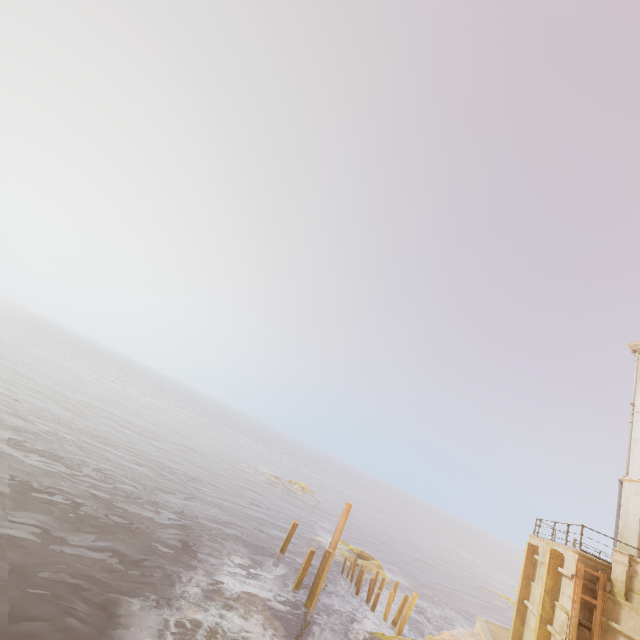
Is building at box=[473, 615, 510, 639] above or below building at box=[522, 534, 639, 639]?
below

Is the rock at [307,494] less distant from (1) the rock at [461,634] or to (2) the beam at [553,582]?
(1) the rock at [461,634]

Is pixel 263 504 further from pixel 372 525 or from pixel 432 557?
pixel 432 557

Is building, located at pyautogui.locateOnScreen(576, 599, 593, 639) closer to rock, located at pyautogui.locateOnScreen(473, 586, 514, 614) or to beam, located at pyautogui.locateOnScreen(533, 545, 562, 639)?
beam, located at pyautogui.locateOnScreen(533, 545, 562, 639)

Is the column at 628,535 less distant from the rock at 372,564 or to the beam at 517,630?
the beam at 517,630

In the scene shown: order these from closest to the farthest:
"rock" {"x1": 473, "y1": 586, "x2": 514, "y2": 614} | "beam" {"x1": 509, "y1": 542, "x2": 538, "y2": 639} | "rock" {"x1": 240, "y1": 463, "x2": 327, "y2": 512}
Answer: "beam" {"x1": 509, "y1": 542, "x2": 538, "y2": 639} → "rock" {"x1": 473, "y1": 586, "x2": 514, "y2": 614} → "rock" {"x1": 240, "y1": 463, "x2": 327, "y2": 512}

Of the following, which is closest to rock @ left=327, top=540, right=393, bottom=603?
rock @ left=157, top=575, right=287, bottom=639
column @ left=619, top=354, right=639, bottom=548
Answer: rock @ left=157, top=575, right=287, bottom=639

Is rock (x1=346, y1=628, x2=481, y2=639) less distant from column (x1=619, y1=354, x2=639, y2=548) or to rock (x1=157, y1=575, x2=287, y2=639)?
rock (x1=157, y1=575, x2=287, y2=639)
